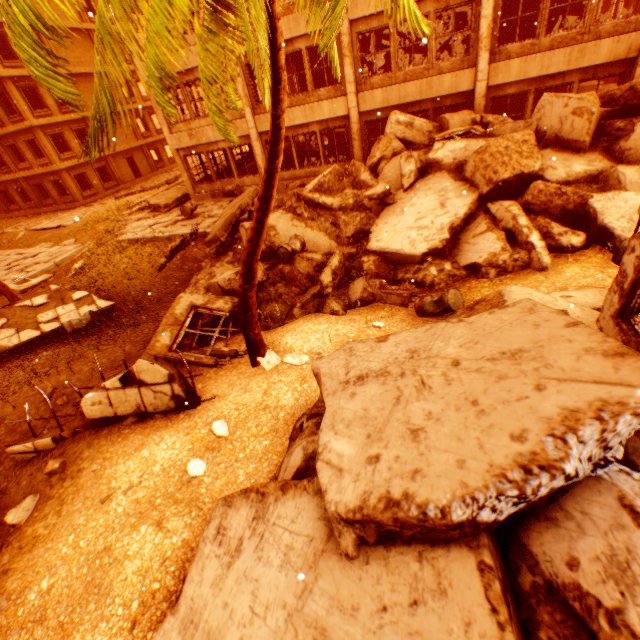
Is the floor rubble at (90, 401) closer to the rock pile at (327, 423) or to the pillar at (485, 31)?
the rock pile at (327, 423)

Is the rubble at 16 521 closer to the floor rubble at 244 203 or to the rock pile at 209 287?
the rock pile at 209 287

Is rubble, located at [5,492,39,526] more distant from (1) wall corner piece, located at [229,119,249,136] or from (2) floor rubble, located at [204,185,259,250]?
(1) wall corner piece, located at [229,119,249,136]

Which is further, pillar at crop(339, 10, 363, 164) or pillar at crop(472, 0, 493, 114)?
pillar at crop(339, 10, 363, 164)

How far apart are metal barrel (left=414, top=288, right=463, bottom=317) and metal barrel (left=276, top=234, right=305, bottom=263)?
3.77m

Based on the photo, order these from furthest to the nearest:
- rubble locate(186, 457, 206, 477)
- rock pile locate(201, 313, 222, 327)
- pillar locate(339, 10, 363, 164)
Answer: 1. pillar locate(339, 10, 363, 164)
2. rock pile locate(201, 313, 222, 327)
3. rubble locate(186, 457, 206, 477)

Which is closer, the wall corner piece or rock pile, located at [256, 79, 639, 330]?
rock pile, located at [256, 79, 639, 330]

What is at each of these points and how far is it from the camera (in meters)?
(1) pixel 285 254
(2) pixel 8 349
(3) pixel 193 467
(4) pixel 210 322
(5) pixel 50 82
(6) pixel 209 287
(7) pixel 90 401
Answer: (1) metal barrel, 9.23
(2) floor rubble, 9.70
(3) rubble, 4.72
(4) rock pile, 8.62
(5) rubble, 3.74
(6) rock pile, 8.90
(7) floor rubble, 5.61
